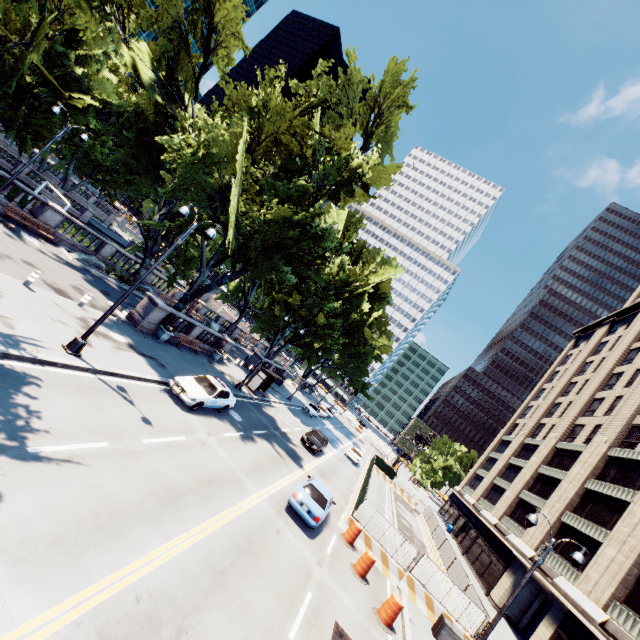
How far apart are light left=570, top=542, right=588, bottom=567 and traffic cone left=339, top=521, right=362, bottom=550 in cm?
910

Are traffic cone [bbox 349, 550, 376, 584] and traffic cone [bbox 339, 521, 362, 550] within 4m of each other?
yes

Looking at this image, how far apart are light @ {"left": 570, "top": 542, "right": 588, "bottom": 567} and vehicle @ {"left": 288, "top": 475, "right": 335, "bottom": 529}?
10.0m

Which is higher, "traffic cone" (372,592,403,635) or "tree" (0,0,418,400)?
"tree" (0,0,418,400)

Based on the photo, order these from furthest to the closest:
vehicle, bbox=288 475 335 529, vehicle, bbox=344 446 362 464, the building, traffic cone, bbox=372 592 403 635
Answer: vehicle, bbox=344 446 362 464
the building
vehicle, bbox=288 475 335 529
traffic cone, bbox=372 592 403 635

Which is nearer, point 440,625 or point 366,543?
point 440,625

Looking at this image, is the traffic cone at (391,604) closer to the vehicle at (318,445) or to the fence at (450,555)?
the fence at (450,555)

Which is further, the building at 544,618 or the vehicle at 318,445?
the vehicle at 318,445
